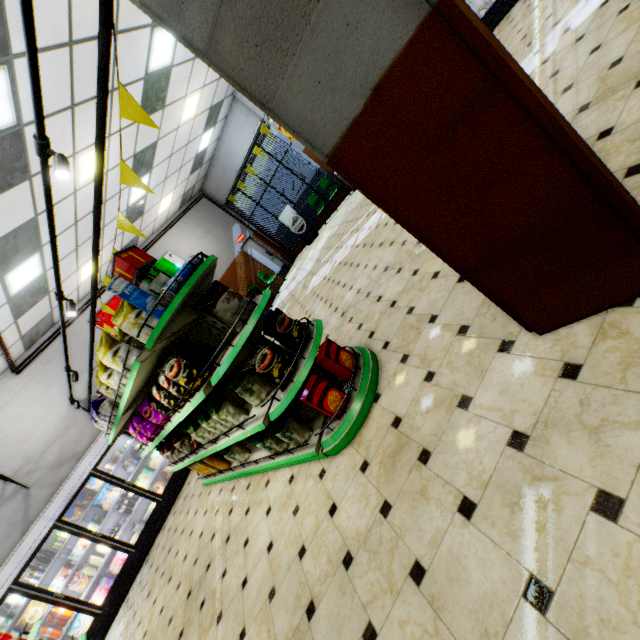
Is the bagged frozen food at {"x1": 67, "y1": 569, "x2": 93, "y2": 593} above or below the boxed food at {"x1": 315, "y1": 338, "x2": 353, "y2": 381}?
above

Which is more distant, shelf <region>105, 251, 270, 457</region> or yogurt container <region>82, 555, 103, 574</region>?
yogurt container <region>82, 555, 103, 574</region>

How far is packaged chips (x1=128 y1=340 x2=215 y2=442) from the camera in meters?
2.8

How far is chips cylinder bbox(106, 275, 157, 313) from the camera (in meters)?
2.47

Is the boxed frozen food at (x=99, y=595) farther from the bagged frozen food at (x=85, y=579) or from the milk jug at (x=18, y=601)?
the milk jug at (x=18, y=601)

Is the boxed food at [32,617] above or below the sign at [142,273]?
below

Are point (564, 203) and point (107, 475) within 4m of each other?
no

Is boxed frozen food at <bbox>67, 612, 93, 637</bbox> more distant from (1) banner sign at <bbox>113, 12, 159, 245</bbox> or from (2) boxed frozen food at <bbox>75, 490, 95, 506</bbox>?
(1) banner sign at <bbox>113, 12, 159, 245</bbox>
